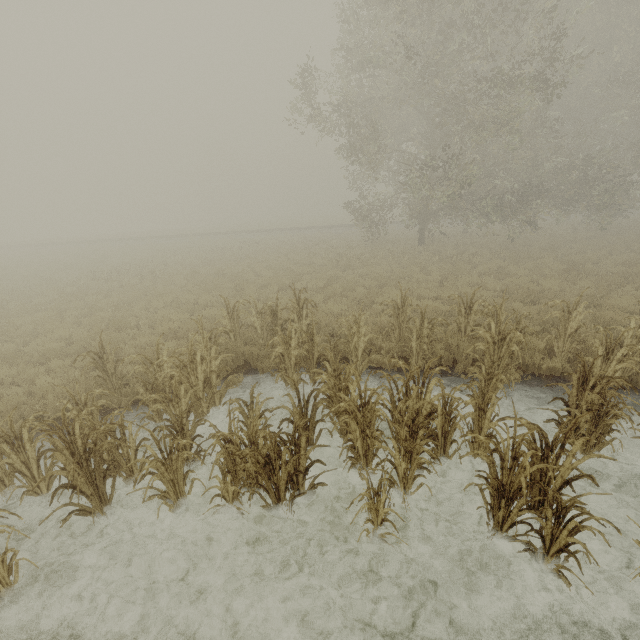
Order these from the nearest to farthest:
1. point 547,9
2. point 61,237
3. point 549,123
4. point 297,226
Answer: point 547,9 → point 549,123 → point 297,226 → point 61,237

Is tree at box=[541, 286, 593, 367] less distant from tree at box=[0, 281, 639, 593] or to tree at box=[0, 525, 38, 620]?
tree at box=[0, 525, 38, 620]

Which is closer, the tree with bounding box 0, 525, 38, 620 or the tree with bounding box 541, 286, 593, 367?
the tree with bounding box 0, 525, 38, 620

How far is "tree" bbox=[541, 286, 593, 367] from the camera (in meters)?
6.78

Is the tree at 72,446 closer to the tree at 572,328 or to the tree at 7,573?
the tree at 7,573

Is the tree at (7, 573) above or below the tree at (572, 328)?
below
